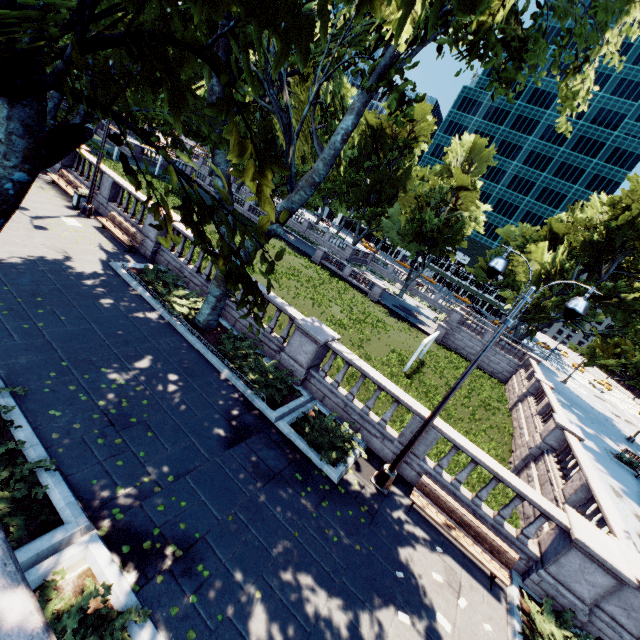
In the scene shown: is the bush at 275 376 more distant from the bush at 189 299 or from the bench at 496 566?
the bench at 496 566

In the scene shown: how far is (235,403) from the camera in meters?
9.8

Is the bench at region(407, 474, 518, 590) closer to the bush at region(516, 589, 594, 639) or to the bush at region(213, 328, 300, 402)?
the bush at region(516, 589, 594, 639)

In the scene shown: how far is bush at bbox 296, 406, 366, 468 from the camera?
9.46m

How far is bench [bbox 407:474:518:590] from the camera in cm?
847

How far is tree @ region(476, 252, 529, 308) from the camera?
42.8m

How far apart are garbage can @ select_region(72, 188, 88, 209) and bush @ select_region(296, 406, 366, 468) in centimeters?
1618cm

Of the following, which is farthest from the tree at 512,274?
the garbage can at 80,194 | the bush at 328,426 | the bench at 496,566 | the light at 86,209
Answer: the bench at 496,566
